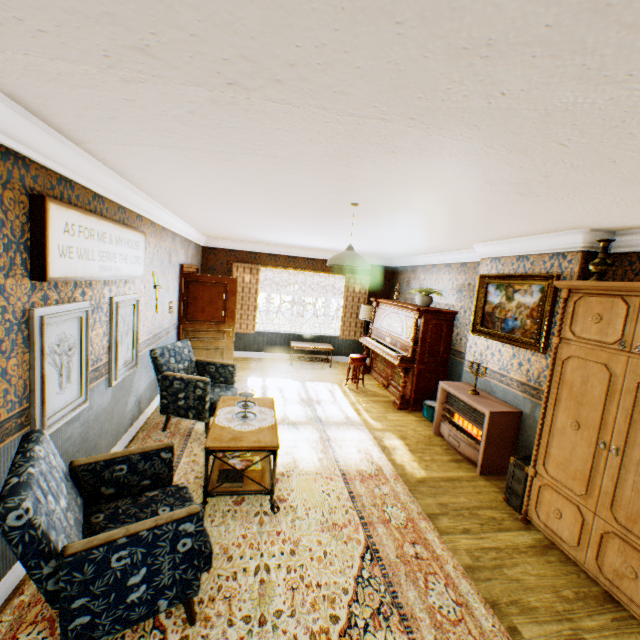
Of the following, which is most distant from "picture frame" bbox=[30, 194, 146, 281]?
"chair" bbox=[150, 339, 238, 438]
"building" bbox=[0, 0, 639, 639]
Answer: "chair" bbox=[150, 339, 238, 438]

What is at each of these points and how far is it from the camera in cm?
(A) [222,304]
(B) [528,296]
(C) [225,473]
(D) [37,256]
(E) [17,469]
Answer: (A) bp, 691
(B) painting, 430
(C) book, 328
(D) picture frame, 222
(E) chair, 170

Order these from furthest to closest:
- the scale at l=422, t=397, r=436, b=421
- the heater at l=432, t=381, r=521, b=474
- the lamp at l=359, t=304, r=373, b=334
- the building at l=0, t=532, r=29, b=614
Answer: the lamp at l=359, t=304, r=373, b=334 < the scale at l=422, t=397, r=436, b=421 < the heater at l=432, t=381, r=521, b=474 < the building at l=0, t=532, r=29, b=614

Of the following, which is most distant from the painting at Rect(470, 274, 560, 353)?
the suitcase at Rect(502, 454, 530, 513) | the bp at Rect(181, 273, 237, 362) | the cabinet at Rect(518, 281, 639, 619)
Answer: the bp at Rect(181, 273, 237, 362)

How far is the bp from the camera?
6.68m

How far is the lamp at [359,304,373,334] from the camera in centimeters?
887cm

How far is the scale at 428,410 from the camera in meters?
5.9 m

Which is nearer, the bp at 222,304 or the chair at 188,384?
the chair at 188,384
